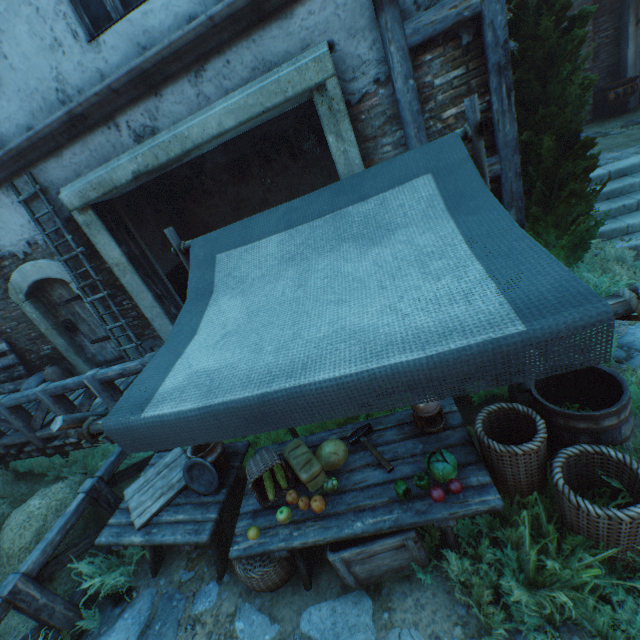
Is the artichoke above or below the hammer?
above

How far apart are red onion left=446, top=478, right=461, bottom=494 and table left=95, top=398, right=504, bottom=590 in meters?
0.0 m

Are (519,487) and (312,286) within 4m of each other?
yes

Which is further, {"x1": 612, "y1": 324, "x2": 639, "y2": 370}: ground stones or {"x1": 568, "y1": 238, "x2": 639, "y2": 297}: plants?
{"x1": 568, "y1": 238, "x2": 639, "y2": 297}: plants

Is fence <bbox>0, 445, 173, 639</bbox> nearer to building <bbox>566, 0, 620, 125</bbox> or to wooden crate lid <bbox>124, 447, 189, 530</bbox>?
wooden crate lid <bbox>124, 447, 189, 530</bbox>

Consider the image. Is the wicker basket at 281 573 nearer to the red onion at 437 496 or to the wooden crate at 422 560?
the wooden crate at 422 560

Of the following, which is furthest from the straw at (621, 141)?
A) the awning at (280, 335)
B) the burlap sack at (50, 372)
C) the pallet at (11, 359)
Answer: the pallet at (11, 359)

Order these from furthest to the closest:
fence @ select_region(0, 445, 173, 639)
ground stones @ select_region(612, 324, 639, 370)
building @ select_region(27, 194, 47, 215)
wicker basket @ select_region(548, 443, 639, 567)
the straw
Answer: the straw, building @ select_region(27, 194, 47, 215), ground stones @ select_region(612, 324, 639, 370), fence @ select_region(0, 445, 173, 639), wicker basket @ select_region(548, 443, 639, 567)
